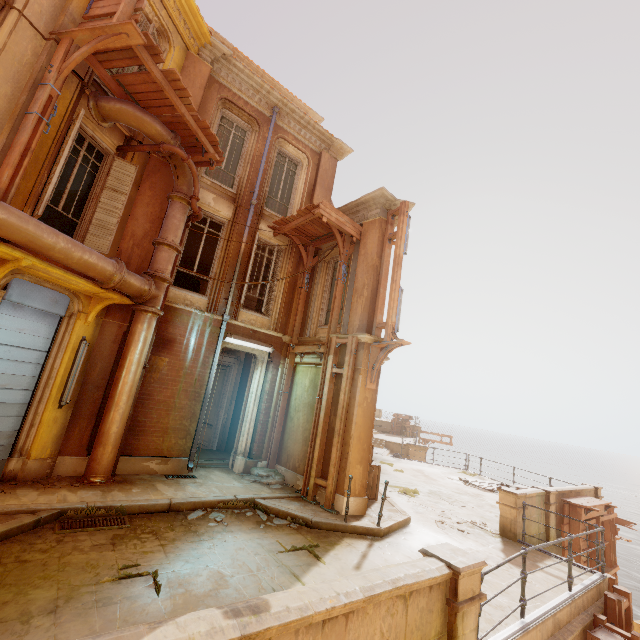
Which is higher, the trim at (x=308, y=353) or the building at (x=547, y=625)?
the trim at (x=308, y=353)

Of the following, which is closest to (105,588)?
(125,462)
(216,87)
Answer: (125,462)

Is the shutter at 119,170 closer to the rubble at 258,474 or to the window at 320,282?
the window at 320,282

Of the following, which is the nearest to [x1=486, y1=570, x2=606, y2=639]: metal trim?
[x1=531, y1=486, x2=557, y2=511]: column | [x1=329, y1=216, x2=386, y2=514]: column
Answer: [x1=531, y1=486, x2=557, y2=511]: column

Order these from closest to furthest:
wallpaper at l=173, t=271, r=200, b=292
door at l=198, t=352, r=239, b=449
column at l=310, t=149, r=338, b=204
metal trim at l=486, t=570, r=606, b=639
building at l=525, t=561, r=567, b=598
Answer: metal trim at l=486, t=570, r=606, b=639
building at l=525, t=561, r=567, b=598
door at l=198, t=352, r=239, b=449
column at l=310, t=149, r=338, b=204
wallpaper at l=173, t=271, r=200, b=292

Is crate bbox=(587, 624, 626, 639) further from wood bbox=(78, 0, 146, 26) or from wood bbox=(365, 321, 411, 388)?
wood bbox=(78, 0, 146, 26)

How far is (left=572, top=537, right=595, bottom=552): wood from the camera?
10.1m

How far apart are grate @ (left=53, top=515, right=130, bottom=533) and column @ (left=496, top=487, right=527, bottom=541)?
9.1 meters
